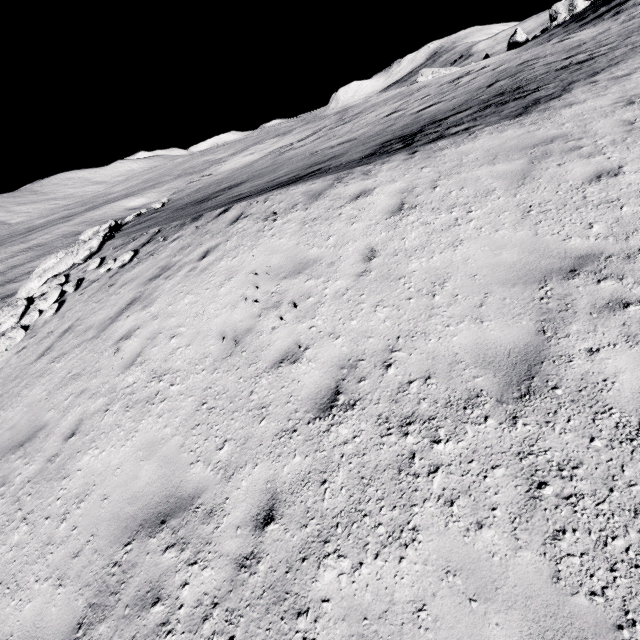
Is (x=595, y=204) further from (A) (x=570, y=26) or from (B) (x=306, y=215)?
(A) (x=570, y=26)
